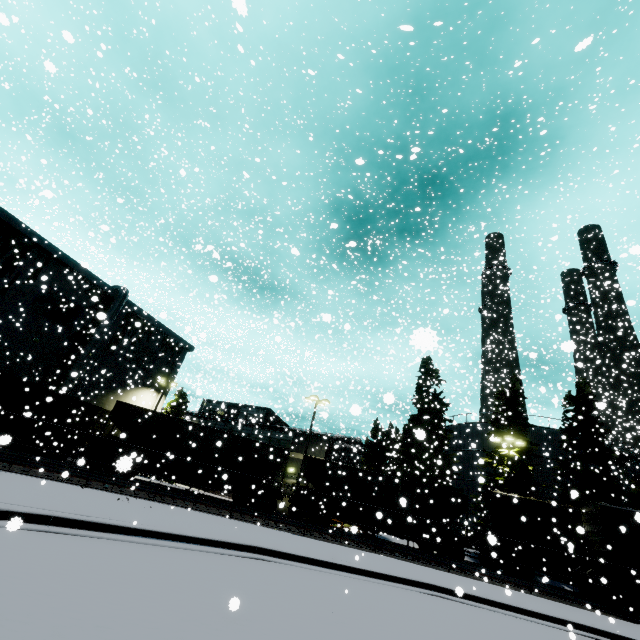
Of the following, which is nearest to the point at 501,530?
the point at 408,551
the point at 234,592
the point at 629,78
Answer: the point at 408,551

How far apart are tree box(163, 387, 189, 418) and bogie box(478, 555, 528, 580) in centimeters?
3112cm

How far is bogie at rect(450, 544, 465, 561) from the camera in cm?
2171

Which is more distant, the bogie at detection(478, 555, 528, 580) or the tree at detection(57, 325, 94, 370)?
the tree at detection(57, 325, 94, 370)

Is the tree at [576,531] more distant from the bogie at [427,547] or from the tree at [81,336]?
the bogie at [427,547]

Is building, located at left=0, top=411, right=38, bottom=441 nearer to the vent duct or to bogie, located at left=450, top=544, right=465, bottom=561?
the vent duct

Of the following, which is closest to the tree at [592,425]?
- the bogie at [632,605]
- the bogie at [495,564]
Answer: the bogie at [495,564]
